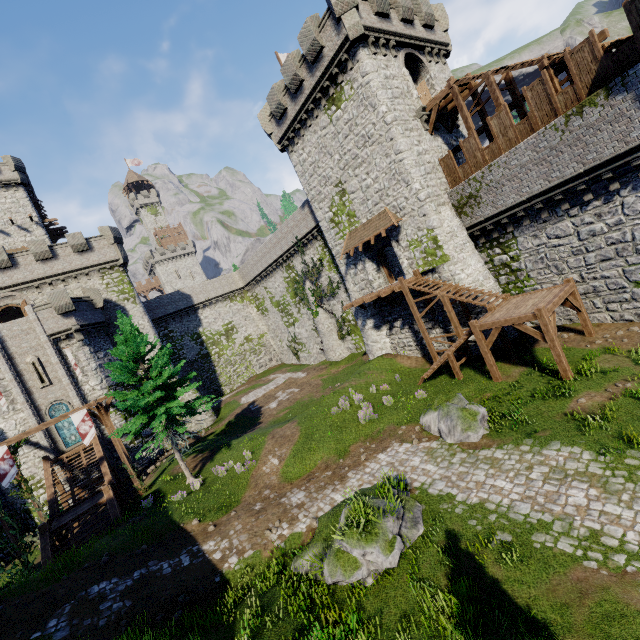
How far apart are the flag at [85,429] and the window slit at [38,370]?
10.02m

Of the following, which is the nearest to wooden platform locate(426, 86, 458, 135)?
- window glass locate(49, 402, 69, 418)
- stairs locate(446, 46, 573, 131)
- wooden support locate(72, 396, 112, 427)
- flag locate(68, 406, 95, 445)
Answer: stairs locate(446, 46, 573, 131)

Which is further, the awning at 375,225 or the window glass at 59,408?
the window glass at 59,408

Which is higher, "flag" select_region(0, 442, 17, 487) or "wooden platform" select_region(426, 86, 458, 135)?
"wooden platform" select_region(426, 86, 458, 135)

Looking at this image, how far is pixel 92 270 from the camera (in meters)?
32.16

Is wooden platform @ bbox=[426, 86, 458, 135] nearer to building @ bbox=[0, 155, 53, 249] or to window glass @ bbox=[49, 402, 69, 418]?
window glass @ bbox=[49, 402, 69, 418]

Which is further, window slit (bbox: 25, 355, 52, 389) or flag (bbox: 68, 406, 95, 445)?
window slit (bbox: 25, 355, 52, 389)

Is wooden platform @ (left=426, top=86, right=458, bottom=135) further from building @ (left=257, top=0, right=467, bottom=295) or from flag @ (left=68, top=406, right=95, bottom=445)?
flag @ (left=68, top=406, right=95, bottom=445)
